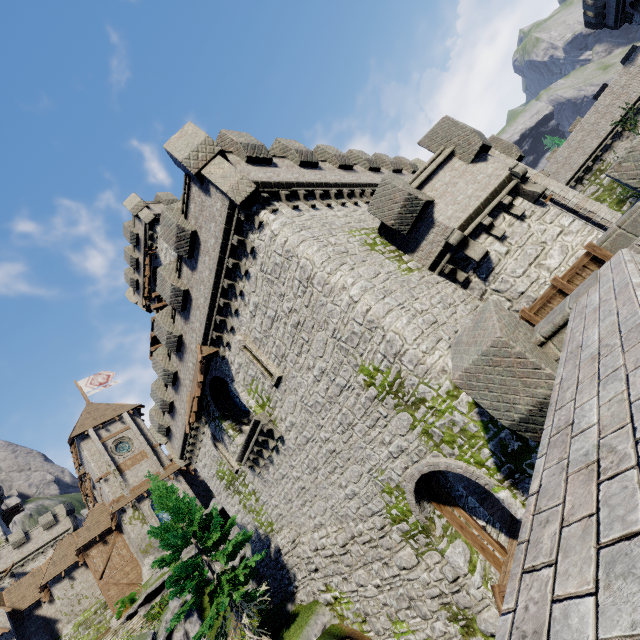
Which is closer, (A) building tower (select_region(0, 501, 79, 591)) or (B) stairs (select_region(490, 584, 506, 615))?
(B) stairs (select_region(490, 584, 506, 615))

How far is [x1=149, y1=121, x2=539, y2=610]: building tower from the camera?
8.9 meters

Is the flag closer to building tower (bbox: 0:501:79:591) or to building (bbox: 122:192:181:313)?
building (bbox: 122:192:181:313)

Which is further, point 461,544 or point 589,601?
point 461,544

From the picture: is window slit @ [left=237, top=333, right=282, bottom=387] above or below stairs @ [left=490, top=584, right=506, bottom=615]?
above

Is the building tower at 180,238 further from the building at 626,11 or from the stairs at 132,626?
the building at 626,11

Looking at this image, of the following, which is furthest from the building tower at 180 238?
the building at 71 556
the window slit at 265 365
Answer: the building at 71 556

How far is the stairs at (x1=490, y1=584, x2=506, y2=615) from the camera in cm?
887
